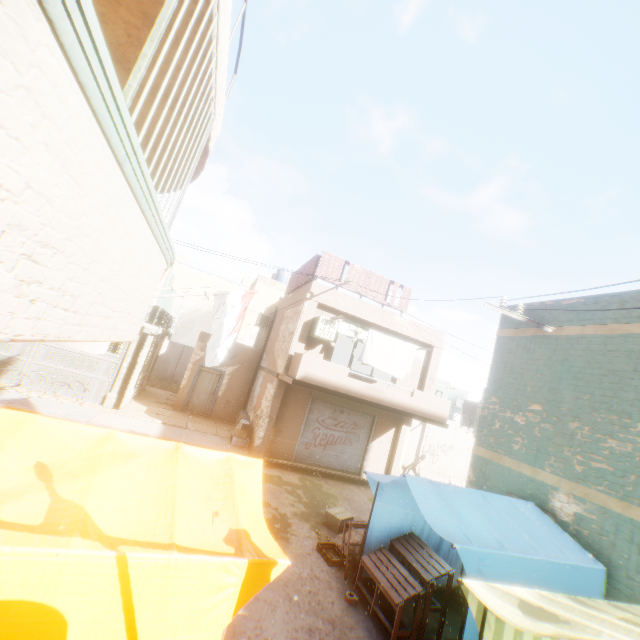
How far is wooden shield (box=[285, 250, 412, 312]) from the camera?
13.2 meters

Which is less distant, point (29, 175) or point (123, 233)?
point (29, 175)

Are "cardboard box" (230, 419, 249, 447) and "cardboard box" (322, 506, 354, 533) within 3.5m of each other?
no

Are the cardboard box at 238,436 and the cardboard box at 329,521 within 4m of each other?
no

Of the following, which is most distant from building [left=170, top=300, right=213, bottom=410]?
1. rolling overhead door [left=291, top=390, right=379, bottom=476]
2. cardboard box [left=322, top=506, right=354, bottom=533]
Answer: cardboard box [left=322, top=506, right=354, bottom=533]

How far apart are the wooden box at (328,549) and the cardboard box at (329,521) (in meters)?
0.86

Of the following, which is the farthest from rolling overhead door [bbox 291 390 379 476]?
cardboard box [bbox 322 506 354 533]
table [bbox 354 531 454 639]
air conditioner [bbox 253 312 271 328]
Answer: air conditioner [bbox 253 312 271 328]

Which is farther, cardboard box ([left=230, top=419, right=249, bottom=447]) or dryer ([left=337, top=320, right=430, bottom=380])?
cardboard box ([left=230, top=419, right=249, bottom=447])
